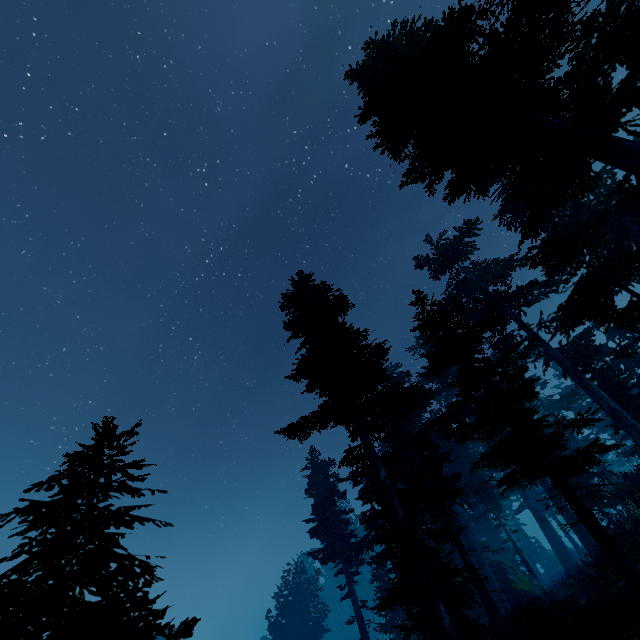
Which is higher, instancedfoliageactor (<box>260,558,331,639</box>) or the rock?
instancedfoliageactor (<box>260,558,331,639</box>)

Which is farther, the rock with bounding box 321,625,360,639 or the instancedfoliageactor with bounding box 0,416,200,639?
the rock with bounding box 321,625,360,639

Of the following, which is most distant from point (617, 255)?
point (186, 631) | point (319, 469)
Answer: point (319, 469)

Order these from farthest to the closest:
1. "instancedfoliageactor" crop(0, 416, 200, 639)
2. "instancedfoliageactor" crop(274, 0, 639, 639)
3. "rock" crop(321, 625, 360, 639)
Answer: "rock" crop(321, 625, 360, 639)
"instancedfoliageactor" crop(274, 0, 639, 639)
"instancedfoliageactor" crop(0, 416, 200, 639)

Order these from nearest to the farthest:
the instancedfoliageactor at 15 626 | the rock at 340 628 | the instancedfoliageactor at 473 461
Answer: the instancedfoliageactor at 15 626
the instancedfoliageactor at 473 461
the rock at 340 628

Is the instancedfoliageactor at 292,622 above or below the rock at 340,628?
above

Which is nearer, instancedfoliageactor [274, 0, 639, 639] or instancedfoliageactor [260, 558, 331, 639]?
instancedfoliageactor [274, 0, 639, 639]
